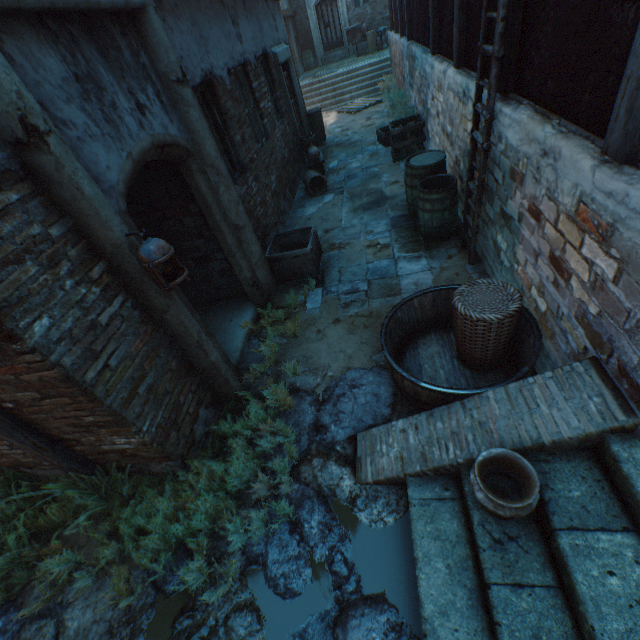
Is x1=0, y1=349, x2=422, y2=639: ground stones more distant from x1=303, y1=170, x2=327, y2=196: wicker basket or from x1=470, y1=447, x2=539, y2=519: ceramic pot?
x1=303, y1=170, x2=327, y2=196: wicker basket

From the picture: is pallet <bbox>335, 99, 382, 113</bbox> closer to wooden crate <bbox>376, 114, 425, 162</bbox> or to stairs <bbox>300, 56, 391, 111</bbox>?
stairs <bbox>300, 56, 391, 111</bbox>

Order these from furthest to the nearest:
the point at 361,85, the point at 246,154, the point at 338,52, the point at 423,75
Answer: the point at 338,52
the point at 361,85
the point at 423,75
the point at 246,154

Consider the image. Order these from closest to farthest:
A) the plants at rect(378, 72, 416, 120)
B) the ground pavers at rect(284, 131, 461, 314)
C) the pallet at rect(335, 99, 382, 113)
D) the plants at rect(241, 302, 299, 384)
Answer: the plants at rect(241, 302, 299, 384) → the ground pavers at rect(284, 131, 461, 314) → the plants at rect(378, 72, 416, 120) → the pallet at rect(335, 99, 382, 113)

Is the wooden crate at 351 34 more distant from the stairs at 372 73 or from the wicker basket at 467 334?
the wicker basket at 467 334

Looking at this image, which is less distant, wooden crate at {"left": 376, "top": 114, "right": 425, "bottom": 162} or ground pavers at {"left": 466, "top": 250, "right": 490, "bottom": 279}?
ground pavers at {"left": 466, "top": 250, "right": 490, "bottom": 279}

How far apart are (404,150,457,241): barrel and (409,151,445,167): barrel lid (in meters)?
0.21

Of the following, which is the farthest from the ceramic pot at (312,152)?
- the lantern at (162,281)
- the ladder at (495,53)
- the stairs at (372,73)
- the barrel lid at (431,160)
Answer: the stairs at (372,73)
